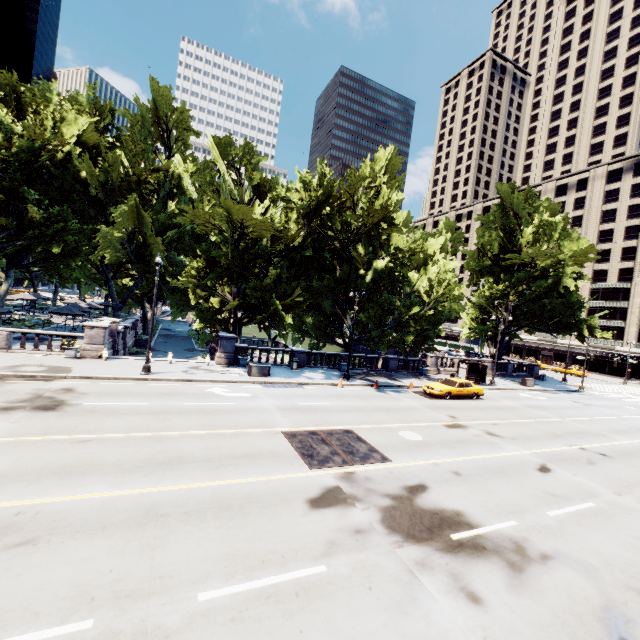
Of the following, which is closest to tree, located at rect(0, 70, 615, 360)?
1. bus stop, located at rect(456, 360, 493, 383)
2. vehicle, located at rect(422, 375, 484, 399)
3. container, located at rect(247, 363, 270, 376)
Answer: container, located at rect(247, 363, 270, 376)

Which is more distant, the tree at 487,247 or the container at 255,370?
the tree at 487,247

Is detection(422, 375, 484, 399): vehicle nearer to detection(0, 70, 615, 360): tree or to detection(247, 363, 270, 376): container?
detection(0, 70, 615, 360): tree

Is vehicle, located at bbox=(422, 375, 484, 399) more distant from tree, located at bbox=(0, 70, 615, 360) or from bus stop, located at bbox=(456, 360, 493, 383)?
tree, located at bbox=(0, 70, 615, 360)

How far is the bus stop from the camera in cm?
3136

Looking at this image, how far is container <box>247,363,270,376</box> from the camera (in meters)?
23.06

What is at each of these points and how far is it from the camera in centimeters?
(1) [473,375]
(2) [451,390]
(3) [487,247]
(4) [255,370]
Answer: (1) bus stop, 3319cm
(2) vehicle, 2452cm
(3) tree, 4369cm
(4) container, 2317cm

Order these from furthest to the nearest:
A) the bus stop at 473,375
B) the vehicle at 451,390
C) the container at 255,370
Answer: the bus stop at 473,375
the vehicle at 451,390
the container at 255,370
